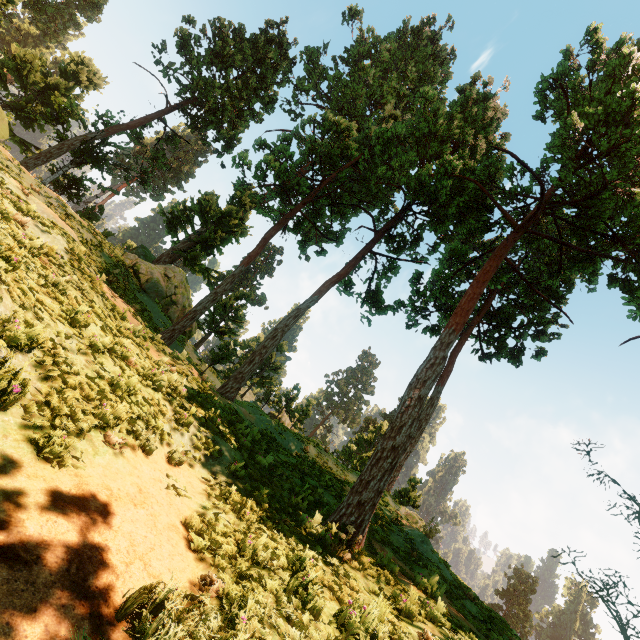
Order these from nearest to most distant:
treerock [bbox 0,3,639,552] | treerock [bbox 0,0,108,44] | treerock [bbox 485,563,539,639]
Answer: treerock [bbox 0,3,639,552], treerock [bbox 0,0,108,44], treerock [bbox 485,563,539,639]

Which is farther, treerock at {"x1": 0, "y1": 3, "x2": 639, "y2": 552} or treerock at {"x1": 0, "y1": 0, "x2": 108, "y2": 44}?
treerock at {"x1": 0, "y1": 0, "x2": 108, "y2": 44}

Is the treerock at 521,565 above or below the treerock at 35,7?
below

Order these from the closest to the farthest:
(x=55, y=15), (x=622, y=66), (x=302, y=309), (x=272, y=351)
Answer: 1. (x=622, y=66)
2. (x=302, y=309)
3. (x=55, y=15)
4. (x=272, y=351)

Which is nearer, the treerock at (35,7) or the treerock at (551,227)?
the treerock at (551,227)

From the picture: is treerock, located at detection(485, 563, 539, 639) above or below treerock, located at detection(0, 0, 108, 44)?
below
